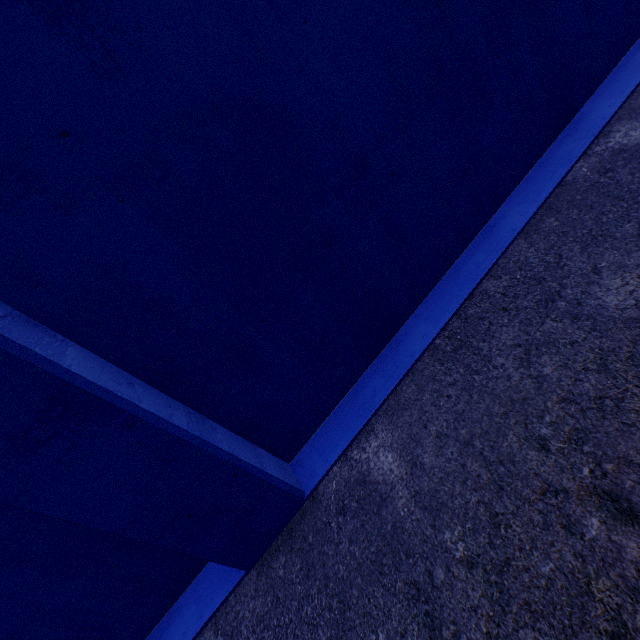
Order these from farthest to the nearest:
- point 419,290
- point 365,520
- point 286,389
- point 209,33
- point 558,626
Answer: point 419,290, point 286,389, point 365,520, point 209,33, point 558,626
